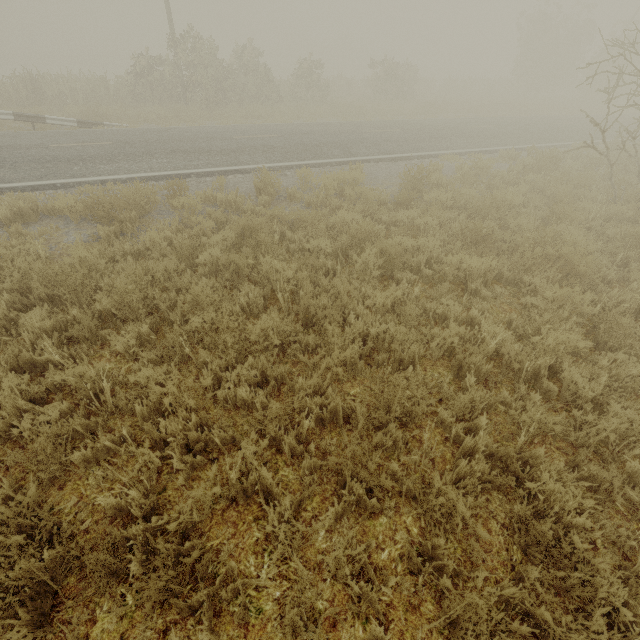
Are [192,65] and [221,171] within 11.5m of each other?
no
